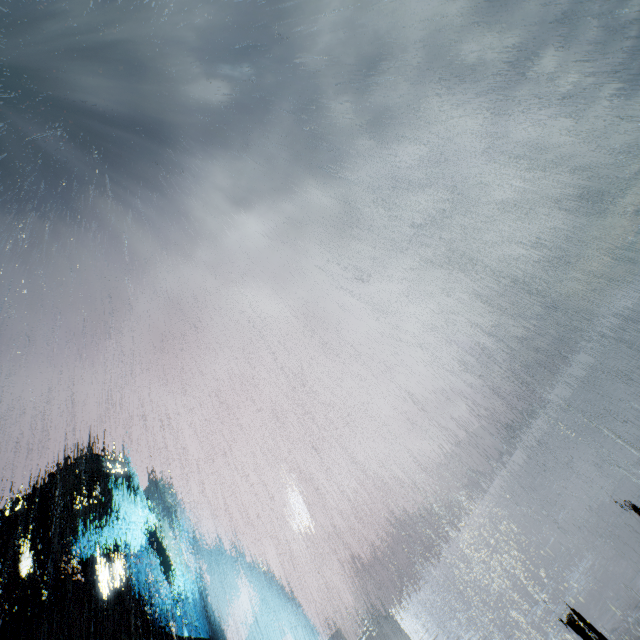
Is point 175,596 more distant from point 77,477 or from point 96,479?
point 77,477
